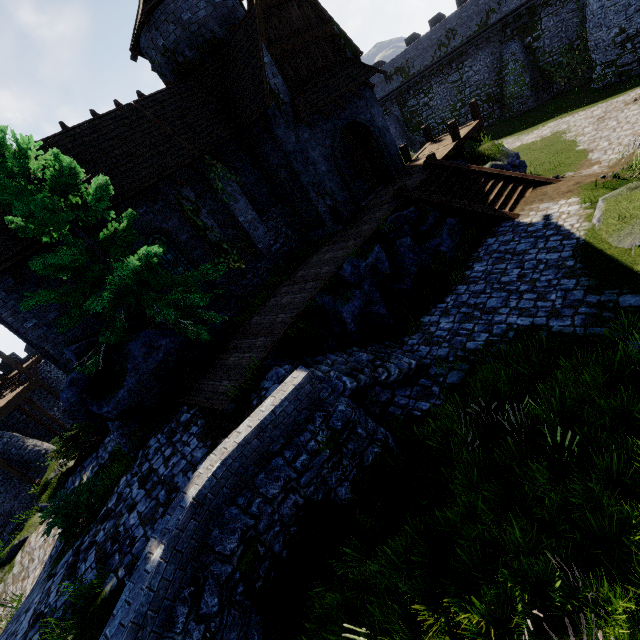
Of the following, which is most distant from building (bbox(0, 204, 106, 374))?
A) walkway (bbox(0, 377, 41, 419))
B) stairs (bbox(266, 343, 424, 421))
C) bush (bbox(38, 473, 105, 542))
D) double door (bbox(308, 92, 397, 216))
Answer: walkway (bbox(0, 377, 41, 419))

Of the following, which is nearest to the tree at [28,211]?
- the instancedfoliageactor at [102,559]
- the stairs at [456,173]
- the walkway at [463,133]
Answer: the instancedfoliageactor at [102,559]

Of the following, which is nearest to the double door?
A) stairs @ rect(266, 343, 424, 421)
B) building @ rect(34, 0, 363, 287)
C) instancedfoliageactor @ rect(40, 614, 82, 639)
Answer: building @ rect(34, 0, 363, 287)

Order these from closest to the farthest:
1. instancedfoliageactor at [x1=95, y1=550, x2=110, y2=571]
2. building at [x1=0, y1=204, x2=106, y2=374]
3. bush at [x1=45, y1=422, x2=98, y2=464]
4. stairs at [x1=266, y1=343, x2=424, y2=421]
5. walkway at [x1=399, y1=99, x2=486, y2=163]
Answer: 1. instancedfoliageactor at [x1=95, y1=550, x2=110, y2=571]
2. stairs at [x1=266, y1=343, x2=424, y2=421]
3. building at [x1=0, y1=204, x2=106, y2=374]
4. bush at [x1=45, y1=422, x2=98, y2=464]
5. walkway at [x1=399, y1=99, x2=486, y2=163]

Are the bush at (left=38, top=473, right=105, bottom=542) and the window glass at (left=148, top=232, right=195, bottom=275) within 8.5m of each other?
yes

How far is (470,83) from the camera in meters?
32.2

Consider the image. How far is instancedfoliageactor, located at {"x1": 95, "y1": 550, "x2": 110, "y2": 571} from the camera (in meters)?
5.92

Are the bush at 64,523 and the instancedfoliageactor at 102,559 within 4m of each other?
yes
